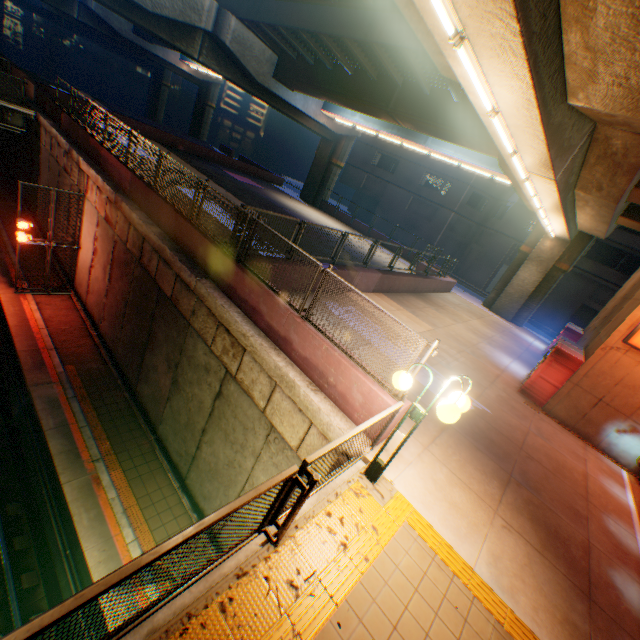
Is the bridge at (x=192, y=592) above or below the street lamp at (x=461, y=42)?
below

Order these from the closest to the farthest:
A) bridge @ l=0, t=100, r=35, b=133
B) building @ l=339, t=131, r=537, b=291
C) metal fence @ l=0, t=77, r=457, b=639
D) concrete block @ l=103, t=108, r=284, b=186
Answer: metal fence @ l=0, t=77, r=457, b=639, bridge @ l=0, t=100, r=35, b=133, concrete block @ l=103, t=108, r=284, b=186, building @ l=339, t=131, r=537, b=291

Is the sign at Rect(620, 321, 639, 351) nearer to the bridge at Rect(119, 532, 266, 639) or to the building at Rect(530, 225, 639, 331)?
the bridge at Rect(119, 532, 266, 639)

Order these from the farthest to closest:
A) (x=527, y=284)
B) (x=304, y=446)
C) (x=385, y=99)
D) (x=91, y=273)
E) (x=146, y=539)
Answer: (x=527, y=284)
(x=385, y=99)
(x=91, y=273)
(x=146, y=539)
(x=304, y=446)

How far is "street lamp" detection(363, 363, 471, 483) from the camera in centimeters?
392cm

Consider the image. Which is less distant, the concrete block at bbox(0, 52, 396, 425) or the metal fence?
the metal fence

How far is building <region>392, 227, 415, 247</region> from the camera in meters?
38.7 m

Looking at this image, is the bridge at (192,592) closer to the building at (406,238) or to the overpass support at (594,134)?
the overpass support at (594,134)
